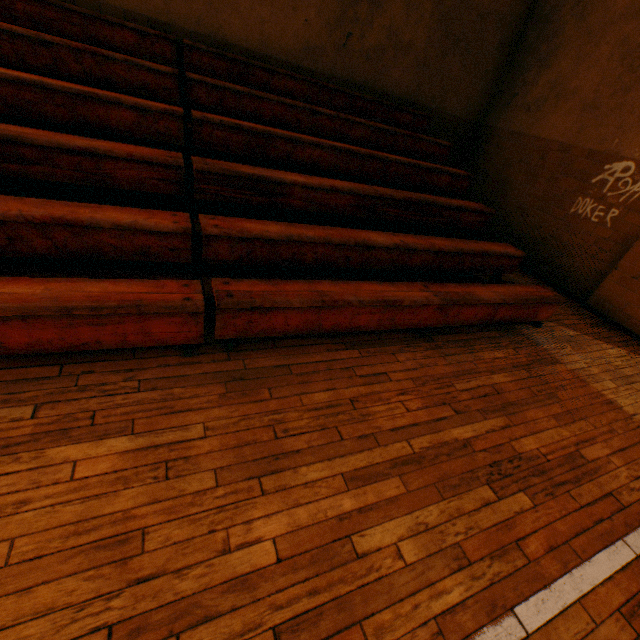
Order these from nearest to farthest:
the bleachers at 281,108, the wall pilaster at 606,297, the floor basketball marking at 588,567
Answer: the floor basketball marking at 588,567
the bleachers at 281,108
the wall pilaster at 606,297

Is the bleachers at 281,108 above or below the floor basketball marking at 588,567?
above

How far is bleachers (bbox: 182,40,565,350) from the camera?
2.6 meters

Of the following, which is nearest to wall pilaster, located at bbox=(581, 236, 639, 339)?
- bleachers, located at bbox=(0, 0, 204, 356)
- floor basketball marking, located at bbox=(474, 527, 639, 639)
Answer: bleachers, located at bbox=(0, 0, 204, 356)

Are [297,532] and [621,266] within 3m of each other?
no

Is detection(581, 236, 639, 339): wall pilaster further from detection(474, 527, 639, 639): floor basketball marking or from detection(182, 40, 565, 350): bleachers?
detection(474, 527, 639, 639): floor basketball marking

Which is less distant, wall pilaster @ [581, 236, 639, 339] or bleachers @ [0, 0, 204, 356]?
bleachers @ [0, 0, 204, 356]
